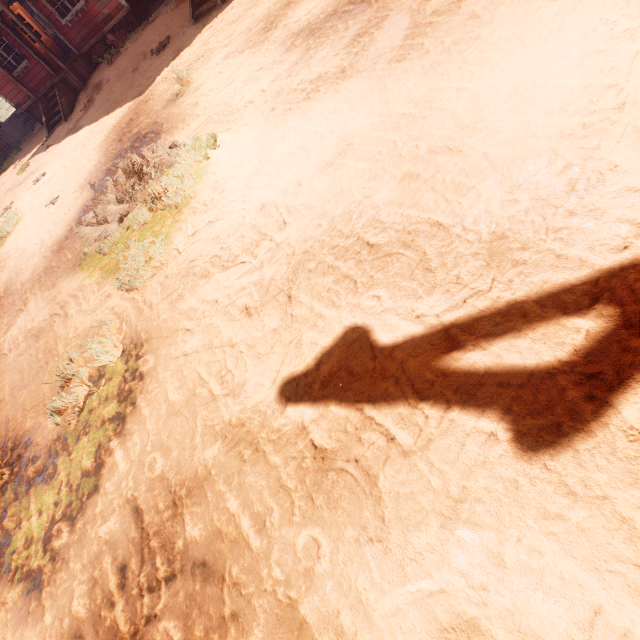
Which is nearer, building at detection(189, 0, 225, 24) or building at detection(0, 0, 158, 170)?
building at detection(189, 0, 225, 24)

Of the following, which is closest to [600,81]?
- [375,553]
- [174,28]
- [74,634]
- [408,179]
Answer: [408,179]

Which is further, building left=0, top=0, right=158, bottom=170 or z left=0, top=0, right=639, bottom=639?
building left=0, top=0, right=158, bottom=170

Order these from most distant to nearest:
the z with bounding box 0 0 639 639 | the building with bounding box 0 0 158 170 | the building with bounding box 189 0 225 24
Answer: the building with bounding box 0 0 158 170
the building with bounding box 189 0 225 24
the z with bounding box 0 0 639 639

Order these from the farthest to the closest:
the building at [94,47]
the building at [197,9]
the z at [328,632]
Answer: the building at [94,47], the building at [197,9], the z at [328,632]

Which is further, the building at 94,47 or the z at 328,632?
the building at 94,47

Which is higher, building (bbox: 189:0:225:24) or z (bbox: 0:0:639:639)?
building (bbox: 189:0:225:24)
